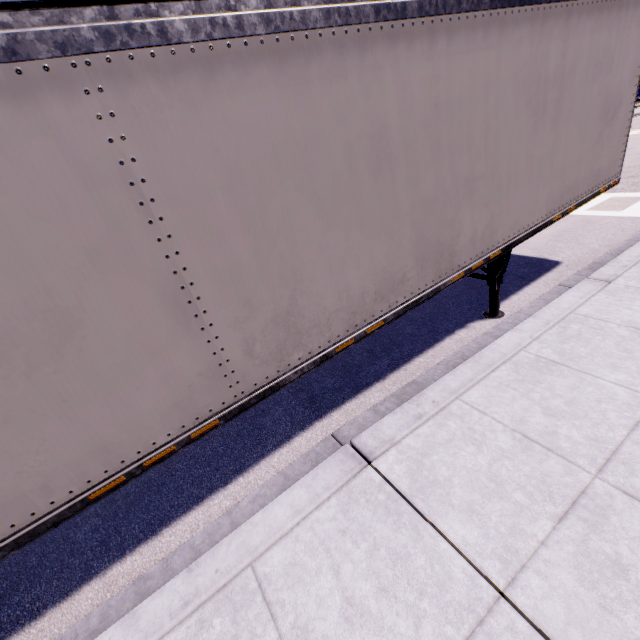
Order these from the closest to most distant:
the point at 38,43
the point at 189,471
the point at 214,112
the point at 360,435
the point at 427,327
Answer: the point at 38,43 → the point at 214,112 → the point at 360,435 → the point at 189,471 → the point at 427,327
